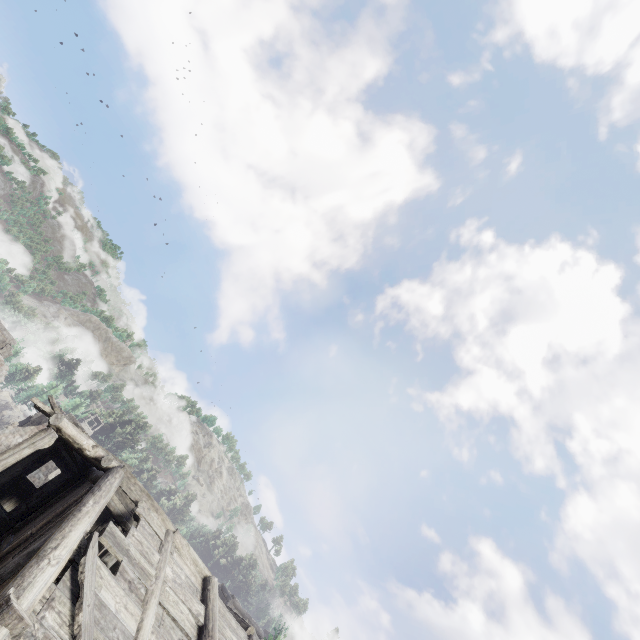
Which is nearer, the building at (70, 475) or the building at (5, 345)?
the building at (70, 475)

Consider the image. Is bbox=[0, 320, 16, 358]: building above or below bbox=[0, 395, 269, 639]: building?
above

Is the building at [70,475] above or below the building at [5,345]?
below

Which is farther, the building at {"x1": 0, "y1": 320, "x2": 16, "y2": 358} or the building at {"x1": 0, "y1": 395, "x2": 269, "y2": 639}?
the building at {"x1": 0, "y1": 320, "x2": 16, "y2": 358}

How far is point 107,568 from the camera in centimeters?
699cm
